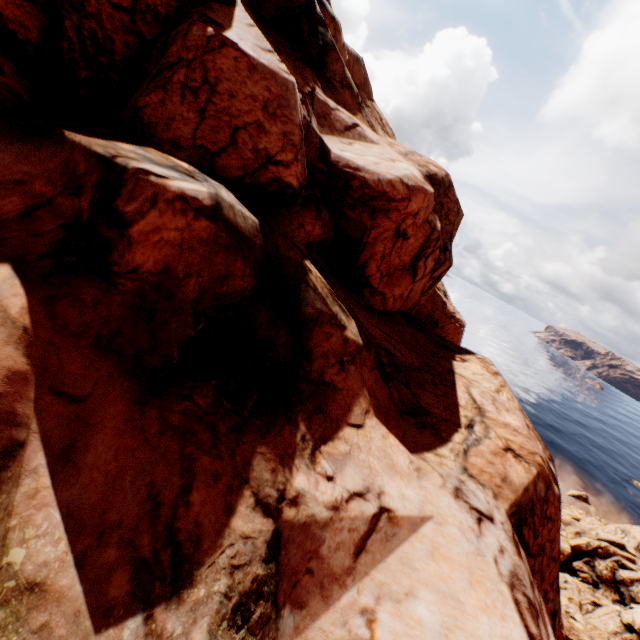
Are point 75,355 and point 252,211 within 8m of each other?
yes
